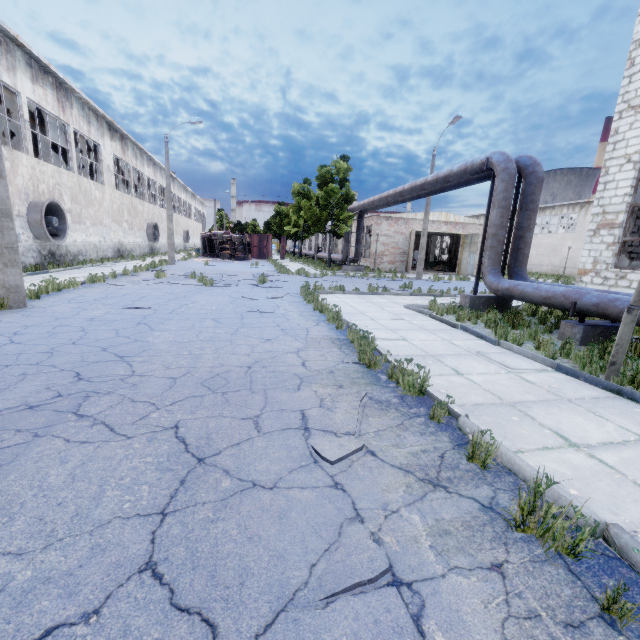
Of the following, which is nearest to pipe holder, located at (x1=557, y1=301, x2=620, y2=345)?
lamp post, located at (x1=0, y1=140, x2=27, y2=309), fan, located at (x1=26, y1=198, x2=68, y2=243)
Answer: lamp post, located at (x1=0, y1=140, x2=27, y2=309)

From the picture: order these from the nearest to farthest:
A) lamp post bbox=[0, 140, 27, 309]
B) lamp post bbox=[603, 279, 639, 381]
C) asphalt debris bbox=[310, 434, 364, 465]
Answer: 1. asphalt debris bbox=[310, 434, 364, 465]
2. lamp post bbox=[603, 279, 639, 381]
3. lamp post bbox=[0, 140, 27, 309]

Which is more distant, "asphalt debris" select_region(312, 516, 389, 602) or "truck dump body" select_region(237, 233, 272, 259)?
"truck dump body" select_region(237, 233, 272, 259)

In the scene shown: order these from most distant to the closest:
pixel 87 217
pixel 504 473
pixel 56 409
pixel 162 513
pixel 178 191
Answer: pixel 178 191 → pixel 87 217 → pixel 56 409 → pixel 504 473 → pixel 162 513

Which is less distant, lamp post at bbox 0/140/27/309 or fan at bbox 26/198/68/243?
lamp post at bbox 0/140/27/309

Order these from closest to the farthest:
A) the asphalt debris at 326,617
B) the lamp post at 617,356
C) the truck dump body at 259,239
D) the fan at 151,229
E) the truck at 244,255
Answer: the asphalt debris at 326,617 < the lamp post at 617,356 < the fan at 151,229 < the truck at 244,255 < the truck dump body at 259,239

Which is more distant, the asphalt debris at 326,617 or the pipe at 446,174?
the pipe at 446,174

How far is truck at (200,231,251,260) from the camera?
34.2m
